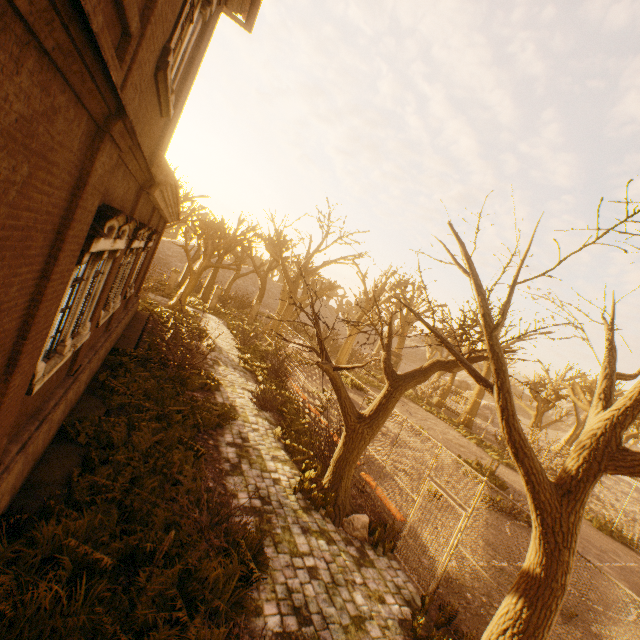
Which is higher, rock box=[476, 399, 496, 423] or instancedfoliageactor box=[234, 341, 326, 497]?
rock box=[476, 399, 496, 423]

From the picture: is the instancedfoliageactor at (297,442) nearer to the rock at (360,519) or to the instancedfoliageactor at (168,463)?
the instancedfoliageactor at (168,463)

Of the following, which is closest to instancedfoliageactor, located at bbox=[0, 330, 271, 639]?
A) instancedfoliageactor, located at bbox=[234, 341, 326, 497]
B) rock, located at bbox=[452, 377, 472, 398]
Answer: instancedfoliageactor, located at bbox=[234, 341, 326, 497]

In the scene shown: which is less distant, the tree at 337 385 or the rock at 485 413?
the tree at 337 385

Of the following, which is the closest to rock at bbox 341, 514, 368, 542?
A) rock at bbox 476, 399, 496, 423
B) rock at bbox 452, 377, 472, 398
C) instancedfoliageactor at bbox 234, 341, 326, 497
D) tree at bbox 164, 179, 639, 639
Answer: tree at bbox 164, 179, 639, 639

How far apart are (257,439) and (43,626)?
6.9 meters

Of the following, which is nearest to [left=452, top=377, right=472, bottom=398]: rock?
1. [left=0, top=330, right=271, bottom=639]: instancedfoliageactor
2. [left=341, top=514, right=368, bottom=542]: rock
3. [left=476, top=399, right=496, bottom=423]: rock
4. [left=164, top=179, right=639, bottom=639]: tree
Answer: [left=164, top=179, right=639, bottom=639]: tree

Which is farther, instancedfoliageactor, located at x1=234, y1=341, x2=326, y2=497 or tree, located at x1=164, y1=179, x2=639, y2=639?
instancedfoliageactor, located at x1=234, y1=341, x2=326, y2=497
